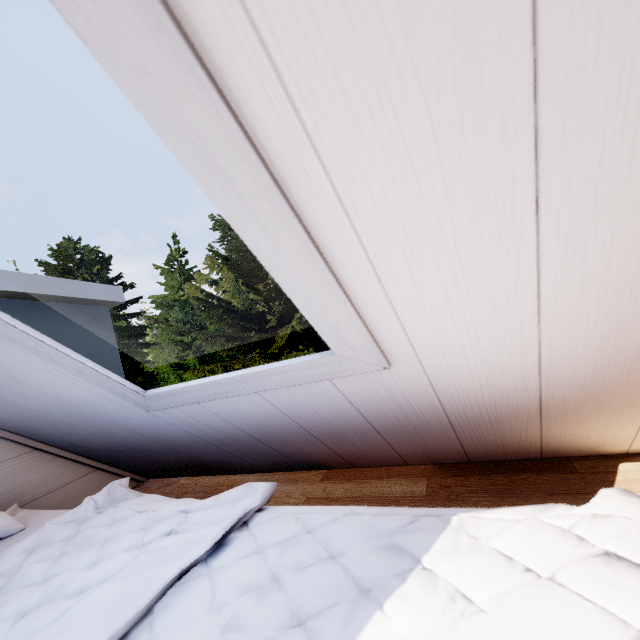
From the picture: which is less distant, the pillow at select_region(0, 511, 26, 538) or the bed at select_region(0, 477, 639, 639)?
the bed at select_region(0, 477, 639, 639)

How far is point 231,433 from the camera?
1.2m

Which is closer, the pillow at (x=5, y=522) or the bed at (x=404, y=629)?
the bed at (x=404, y=629)
